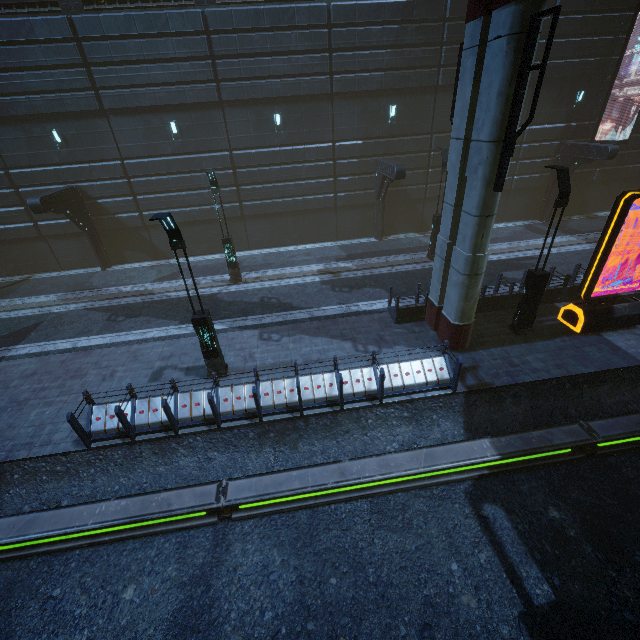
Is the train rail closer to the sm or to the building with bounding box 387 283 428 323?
the building with bounding box 387 283 428 323

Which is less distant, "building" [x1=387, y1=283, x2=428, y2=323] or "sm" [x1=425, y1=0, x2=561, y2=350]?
"sm" [x1=425, y1=0, x2=561, y2=350]

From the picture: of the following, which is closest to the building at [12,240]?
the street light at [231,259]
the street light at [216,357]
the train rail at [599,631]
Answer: the train rail at [599,631]

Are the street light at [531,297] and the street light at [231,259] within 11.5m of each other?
no

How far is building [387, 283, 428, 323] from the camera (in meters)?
12.70

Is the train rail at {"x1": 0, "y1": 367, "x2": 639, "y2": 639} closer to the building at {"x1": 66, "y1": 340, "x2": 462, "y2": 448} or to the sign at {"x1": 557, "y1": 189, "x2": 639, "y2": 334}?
the building at {"x1": 66, "y1": 340, "x2": 462, "y2": 448}

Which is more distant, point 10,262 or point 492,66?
point 10,262

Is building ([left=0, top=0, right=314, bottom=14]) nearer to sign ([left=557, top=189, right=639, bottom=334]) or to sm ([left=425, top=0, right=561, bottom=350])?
sm ([left=425, top=0, right=561, bottom=350])
